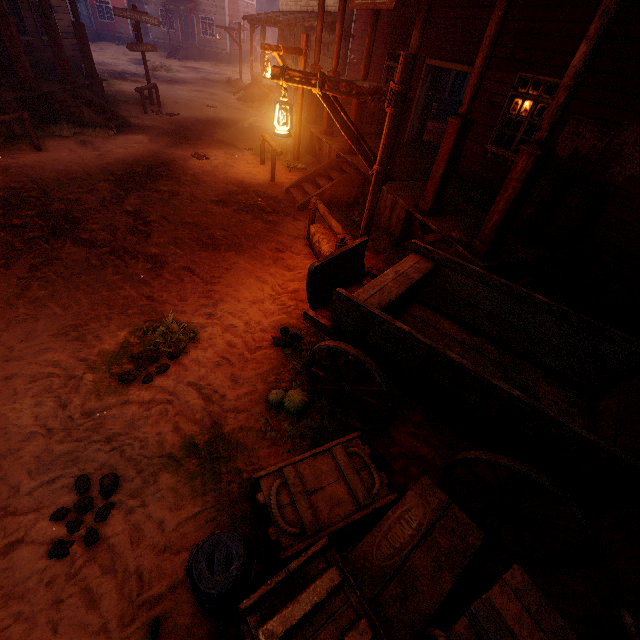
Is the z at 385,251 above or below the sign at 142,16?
below

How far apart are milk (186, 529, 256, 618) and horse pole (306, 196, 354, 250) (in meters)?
4.31

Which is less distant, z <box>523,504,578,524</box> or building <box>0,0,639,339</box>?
z <box>523,504,578,524</box>

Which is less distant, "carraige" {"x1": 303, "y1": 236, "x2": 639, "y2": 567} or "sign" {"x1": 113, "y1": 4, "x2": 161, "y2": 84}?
"carraige" {"x1": 303, "y1": 236, "x2": 639, "y2": 567}

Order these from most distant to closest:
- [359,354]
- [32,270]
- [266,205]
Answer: [266,205]
[32,270]
[359,354]

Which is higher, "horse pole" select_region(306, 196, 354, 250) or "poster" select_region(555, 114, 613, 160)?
"poster" select_region(555, 114, 613, 160)

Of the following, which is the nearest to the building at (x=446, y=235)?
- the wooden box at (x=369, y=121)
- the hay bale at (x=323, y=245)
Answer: the wooden box at (x=369, y=121)

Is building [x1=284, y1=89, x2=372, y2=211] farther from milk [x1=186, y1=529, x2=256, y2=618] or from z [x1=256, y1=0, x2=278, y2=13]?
milk [x1=186, y1=529, x2=256, y2=618]
